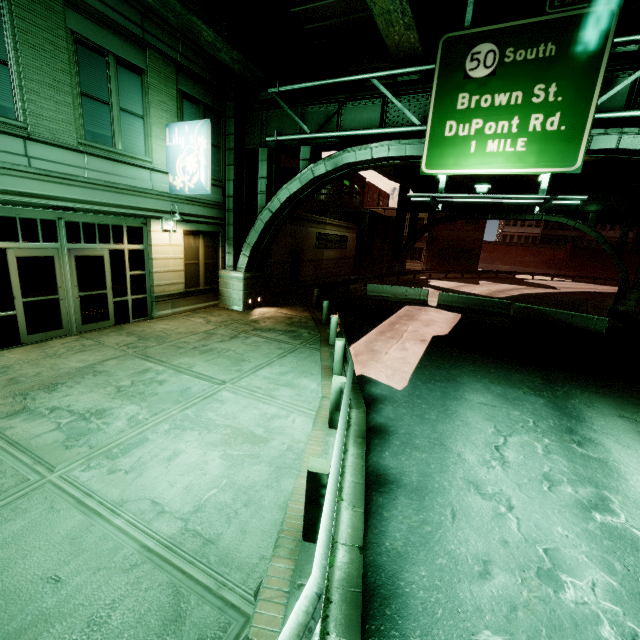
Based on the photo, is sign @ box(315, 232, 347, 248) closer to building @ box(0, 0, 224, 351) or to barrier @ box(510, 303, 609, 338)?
building @ box(0, 0, 224, 351)

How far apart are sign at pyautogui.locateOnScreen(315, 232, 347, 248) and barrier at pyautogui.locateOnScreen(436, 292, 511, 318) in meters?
9.1

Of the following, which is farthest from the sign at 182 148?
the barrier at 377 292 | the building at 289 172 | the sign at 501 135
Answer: the barrier at 377 292

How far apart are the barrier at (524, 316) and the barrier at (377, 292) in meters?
4.8

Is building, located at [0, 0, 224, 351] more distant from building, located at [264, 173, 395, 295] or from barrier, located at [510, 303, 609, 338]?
barrier, located at [510, 303, 609, 338]

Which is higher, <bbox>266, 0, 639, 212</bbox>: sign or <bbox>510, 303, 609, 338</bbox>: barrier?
<bbox>266, 0, 639, 212</bbox>: sign

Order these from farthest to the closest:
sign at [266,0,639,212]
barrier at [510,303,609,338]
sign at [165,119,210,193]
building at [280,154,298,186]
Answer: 1. building at [280,154,298,186]
2. barrier at [510,303,609,338]
3. sign at [165,119,210,193]
4. sign at [266,0,639,212]

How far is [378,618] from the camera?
3.2m
